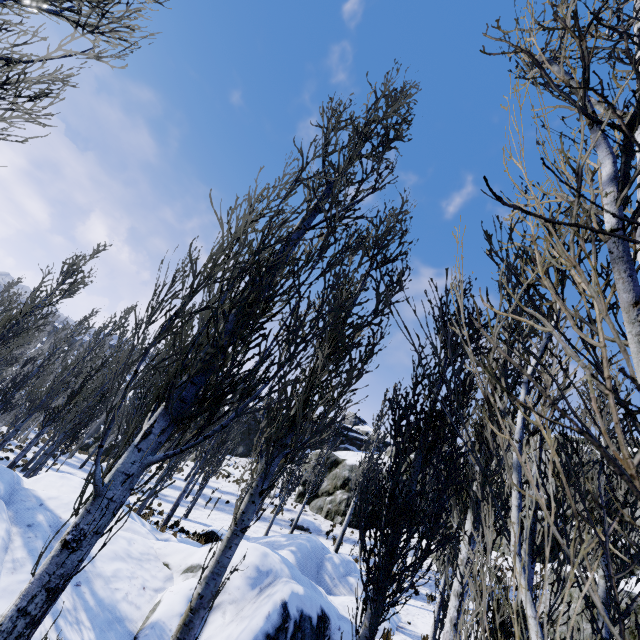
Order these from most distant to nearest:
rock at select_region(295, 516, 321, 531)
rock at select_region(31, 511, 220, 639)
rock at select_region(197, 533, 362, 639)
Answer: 1. rock at select_region(295, 516, 321, 531)
2. rock at select_region(197, 533, 362, 639)
3. rock at select_region(31, 511, 220, 639)

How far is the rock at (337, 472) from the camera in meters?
27.2 m

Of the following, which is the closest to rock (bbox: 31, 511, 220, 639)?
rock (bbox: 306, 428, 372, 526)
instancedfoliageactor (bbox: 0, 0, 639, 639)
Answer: instancedfoliageactor (bbox: 0, 0, 639, 639)

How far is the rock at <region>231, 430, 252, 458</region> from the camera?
44.8m

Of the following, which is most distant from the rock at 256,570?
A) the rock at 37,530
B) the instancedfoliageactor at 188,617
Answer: the rock at 37,530

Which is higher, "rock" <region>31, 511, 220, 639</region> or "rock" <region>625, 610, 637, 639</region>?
"rock" <region>625, 610, 637, 639</region>

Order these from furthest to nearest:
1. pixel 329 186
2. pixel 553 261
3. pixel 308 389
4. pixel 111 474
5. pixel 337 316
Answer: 1. pixel 337 316
2. pixel 308 389
3. pixel 329 186
4. pixel 111 474
5. pixel 553 261
